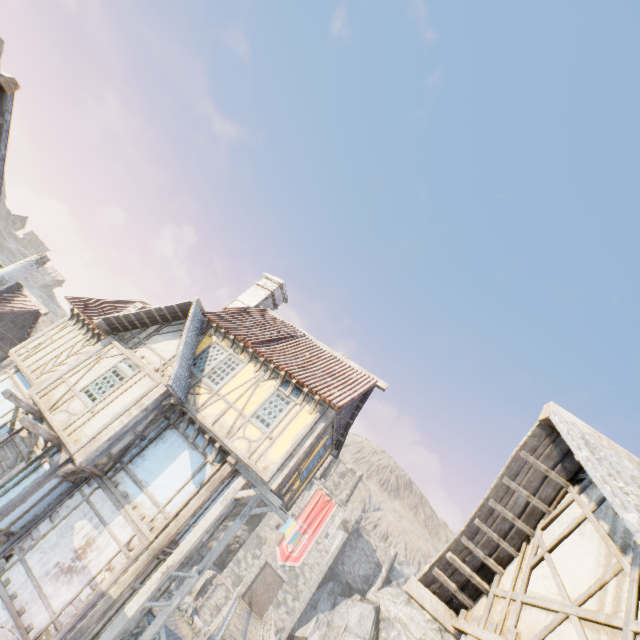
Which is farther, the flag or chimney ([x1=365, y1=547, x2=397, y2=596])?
chimney ([x1=365, y1=547, x2=397, y2=596])

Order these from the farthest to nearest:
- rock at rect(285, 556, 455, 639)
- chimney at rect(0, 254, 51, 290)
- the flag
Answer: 1. rock at rect(285, 556, 455, 639)
2. chimney at rect(0, 254, 51, 290)
3. the flag

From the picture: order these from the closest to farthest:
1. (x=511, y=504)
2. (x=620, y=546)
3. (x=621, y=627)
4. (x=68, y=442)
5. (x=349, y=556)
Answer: → (x=621, y=627) < (x=620, y=546) < (x=511, y=504) < (x=68, y=442) < (x=349, y=556)

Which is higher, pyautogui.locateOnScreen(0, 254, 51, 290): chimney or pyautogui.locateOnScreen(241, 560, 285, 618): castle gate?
pyautogui.locateOnScreen(0, 254, 51, 290): chimney

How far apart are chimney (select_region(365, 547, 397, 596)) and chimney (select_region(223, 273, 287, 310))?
39.01m

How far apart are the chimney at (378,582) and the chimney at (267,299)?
39.0m

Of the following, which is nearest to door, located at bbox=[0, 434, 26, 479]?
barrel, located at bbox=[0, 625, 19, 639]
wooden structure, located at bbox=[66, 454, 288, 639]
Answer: barrel, located at bbox=[0, 625, 19, 639]

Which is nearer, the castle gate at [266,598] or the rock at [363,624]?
the rock at [363,624]
